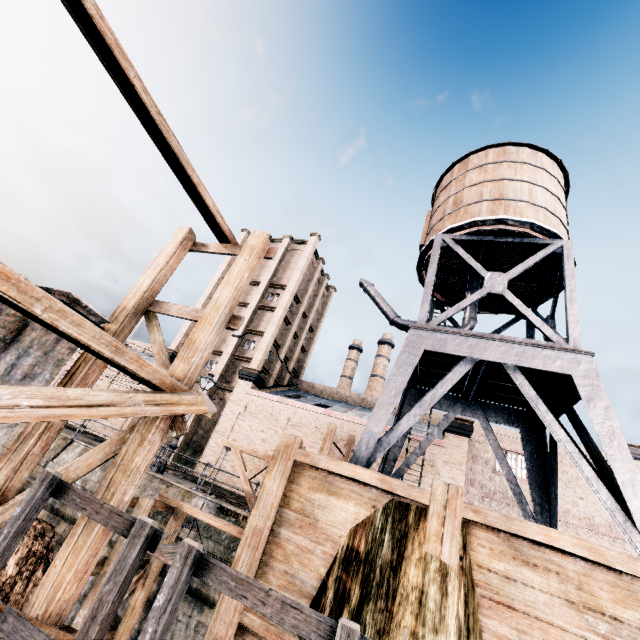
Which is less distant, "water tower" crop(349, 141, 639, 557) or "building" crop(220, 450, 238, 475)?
"water tower" crop(349, 141, 639, 557)

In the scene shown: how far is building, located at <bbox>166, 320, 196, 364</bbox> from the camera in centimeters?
3492cm

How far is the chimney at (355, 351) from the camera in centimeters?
5626cm

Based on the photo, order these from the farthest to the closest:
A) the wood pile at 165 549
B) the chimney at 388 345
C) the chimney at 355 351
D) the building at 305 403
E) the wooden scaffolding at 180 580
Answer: the chimney at 355 351 < the chimney at 388 345 < the building at 305 403 < the wood pile at 165 549 < the wooden scaffolding at 180 580

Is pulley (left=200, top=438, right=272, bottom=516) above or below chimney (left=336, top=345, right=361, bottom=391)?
below

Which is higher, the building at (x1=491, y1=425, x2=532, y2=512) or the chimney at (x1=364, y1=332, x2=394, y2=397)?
the chimney at (x1=364, y1=332, x2=394, y2=397)

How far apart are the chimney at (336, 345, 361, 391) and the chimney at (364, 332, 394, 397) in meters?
2.5

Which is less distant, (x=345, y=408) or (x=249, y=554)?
(x=249, y=554)
